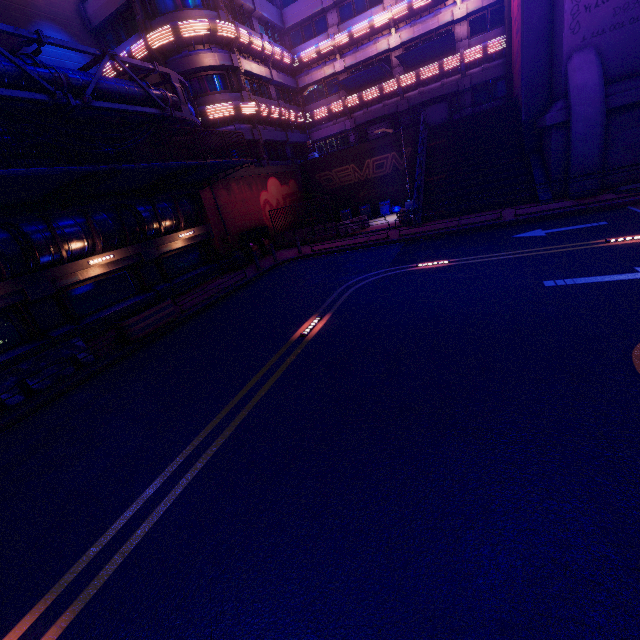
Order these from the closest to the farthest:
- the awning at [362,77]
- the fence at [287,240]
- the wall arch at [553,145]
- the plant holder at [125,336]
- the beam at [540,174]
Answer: the plant holder at [125,336], the wall arch at [553,145], the beam at [540,174], the fence at [287,240], the awning at [362,77]

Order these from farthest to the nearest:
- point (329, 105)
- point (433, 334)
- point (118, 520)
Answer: point (329, 105), point (433, 334), point (118, 520)

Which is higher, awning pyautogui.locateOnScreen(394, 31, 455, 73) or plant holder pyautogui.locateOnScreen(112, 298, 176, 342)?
awning pyautogui.locateOnScreen(394, 31, 455, 73)

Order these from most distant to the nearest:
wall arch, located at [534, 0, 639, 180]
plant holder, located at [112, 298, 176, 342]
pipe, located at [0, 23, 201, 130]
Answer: wall arch, located at [534, 0, 639, 180], plant holder, located at [112, 298, 176, 342], pipe, located at [0, 23, 201, 130]

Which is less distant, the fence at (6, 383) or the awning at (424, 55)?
the fence at (6, 383)

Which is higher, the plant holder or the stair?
the stair

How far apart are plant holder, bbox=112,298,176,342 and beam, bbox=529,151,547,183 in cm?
1816

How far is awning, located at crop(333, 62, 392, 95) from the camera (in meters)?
25.17
